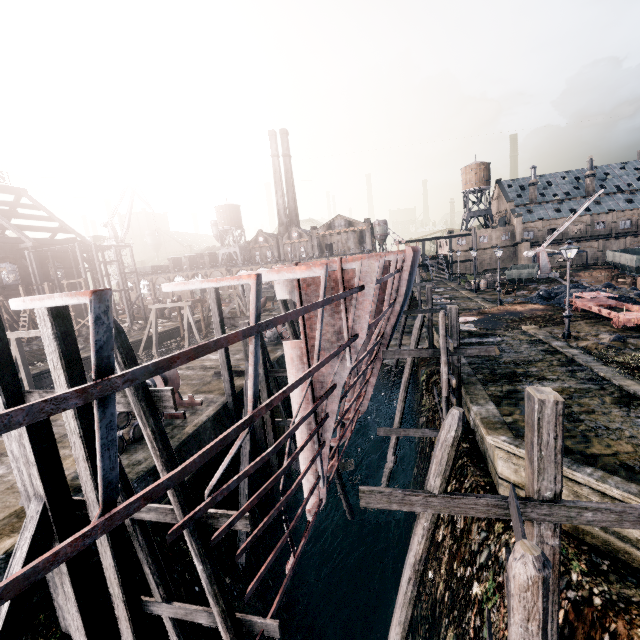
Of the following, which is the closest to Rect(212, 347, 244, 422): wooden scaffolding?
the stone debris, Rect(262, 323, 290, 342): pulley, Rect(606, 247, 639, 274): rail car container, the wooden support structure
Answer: Rect(262, 323, 290, 342): pulley

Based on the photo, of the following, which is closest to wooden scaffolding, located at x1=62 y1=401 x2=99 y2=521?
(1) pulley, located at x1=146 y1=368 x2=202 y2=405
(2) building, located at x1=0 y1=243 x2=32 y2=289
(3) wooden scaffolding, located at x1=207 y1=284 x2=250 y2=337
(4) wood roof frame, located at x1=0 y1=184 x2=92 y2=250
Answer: (1) pulley, located at x1=146 y1=368 x2=202 y2=405

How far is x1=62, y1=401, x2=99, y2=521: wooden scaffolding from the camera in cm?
687

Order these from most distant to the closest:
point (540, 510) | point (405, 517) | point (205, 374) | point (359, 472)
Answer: point (359, 472), point (205, 374), point (405, 517), point (540, 510)

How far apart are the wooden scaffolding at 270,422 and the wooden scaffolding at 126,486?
8.30m

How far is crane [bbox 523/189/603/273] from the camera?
47.8 meters

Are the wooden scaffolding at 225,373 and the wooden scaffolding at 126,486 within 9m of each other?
yes

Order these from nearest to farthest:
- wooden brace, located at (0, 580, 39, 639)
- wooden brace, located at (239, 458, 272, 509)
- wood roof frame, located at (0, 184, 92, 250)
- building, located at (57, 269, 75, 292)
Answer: wooden brace, located at (0, 580, 39, 639) → wooden brace, located at (239, 458, 272, 509) → wood roof frame, located at (0, 184, 92, 250) → building, located at (57, 269, 75, 292)
